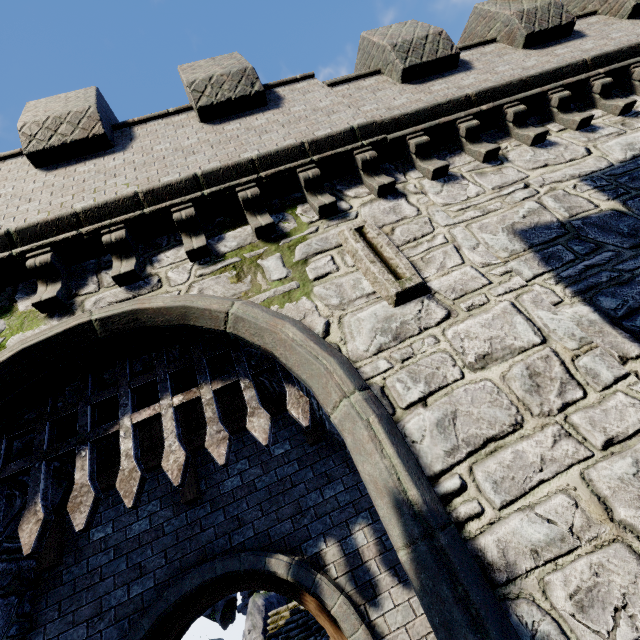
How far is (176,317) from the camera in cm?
380

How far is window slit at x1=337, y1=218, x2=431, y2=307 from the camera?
3.8m

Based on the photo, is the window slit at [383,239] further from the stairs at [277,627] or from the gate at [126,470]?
the stairs at [277,627]

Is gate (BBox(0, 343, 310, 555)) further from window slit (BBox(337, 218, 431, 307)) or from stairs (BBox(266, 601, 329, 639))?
stairs (BBox(266, 601, 329, 639))

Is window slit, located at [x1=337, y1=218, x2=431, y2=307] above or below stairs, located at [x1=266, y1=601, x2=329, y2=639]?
above

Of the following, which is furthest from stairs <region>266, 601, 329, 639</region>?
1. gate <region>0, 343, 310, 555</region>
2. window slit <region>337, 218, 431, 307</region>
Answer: window slit <region>337, 218, 431, 307</region>

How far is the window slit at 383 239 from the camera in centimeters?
378cm
